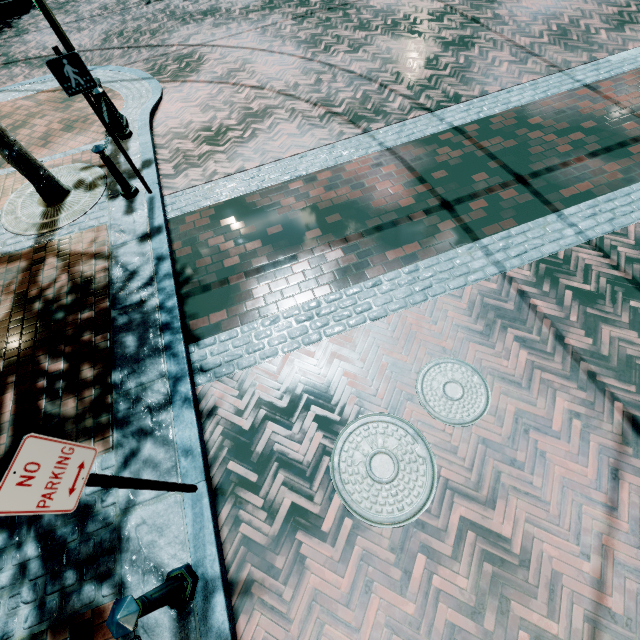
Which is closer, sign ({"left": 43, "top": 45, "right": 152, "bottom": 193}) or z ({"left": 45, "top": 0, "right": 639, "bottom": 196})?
sign ({"left": 43, "top": 45, "right": 152, "bottom": 193})

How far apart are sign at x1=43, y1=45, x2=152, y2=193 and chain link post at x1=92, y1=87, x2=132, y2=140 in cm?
189

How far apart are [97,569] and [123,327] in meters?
2.6 m

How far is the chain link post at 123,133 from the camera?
5.8m

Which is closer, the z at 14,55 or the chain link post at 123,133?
the chain link post at 123,133

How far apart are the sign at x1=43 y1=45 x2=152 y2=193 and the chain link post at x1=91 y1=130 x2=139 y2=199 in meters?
0.2 m

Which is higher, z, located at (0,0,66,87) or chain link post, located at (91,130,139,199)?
chain link post, located at (91,130,139,199)

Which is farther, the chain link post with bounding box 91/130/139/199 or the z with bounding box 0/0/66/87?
the z with bounding box 0/0/66/87
